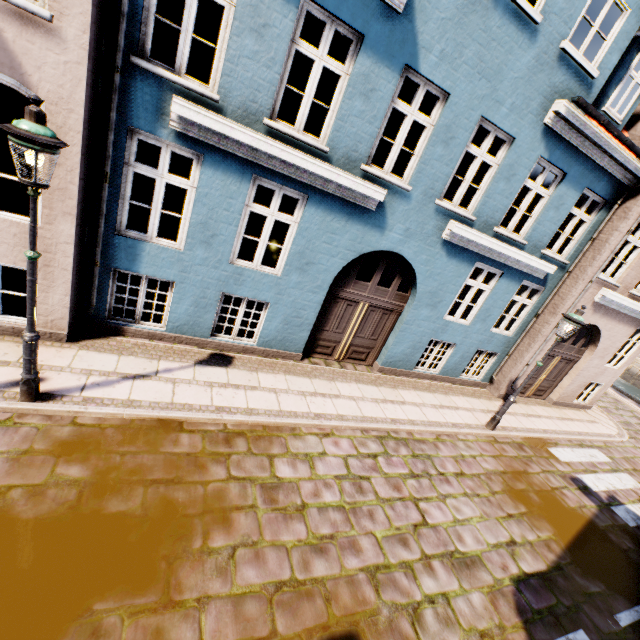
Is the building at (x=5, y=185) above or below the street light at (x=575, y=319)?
below

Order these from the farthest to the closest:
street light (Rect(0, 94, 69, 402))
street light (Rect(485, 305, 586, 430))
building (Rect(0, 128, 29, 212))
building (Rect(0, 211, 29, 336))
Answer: building (Rect(0, 128, 29, 212)) < street light (Rect(485, 305, 586, 430)) < building (Rect(0, 211, 29, 336)) < street light (Rect(0, 94, 69, 402))

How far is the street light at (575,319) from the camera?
7.37m

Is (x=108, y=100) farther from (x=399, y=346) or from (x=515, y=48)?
(x=399, y=346)

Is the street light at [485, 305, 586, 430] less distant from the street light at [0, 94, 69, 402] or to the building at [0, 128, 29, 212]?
the building at [0, 128, 29, 212]

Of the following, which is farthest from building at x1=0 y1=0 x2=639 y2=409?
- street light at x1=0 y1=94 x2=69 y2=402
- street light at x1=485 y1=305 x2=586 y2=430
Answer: street light at x1=485 y1=305 x2=586 y2=430

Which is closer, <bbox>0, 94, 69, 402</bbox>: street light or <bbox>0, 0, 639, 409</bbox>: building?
<bbox>0, 94, 69, 402</bbox>: street light
